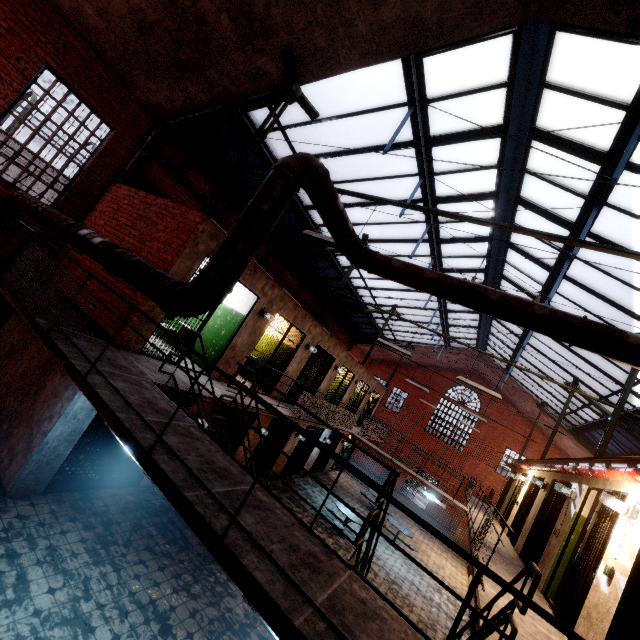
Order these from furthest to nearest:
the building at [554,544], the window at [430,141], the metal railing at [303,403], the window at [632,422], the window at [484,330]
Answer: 1. the window at [484,330]
2. the window at [632,422]
3. the building at [554,544]
4. the window at [430,141]
5. the metal railing at [303,403]

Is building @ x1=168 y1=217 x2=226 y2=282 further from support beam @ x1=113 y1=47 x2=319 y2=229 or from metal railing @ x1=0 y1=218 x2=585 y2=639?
metal railing @ x1=0 y1=218 x2=585 y2=639

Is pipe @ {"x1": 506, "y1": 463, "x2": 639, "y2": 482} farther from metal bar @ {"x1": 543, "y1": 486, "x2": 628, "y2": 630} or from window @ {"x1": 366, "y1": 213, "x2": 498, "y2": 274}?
window @ {"x1": 366, "y1": 213, "x2": 498, "y2": 274}

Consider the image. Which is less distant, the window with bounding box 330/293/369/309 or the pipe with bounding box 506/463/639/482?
the pipe with bounding box 506/463/639/482

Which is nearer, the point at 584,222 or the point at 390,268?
the point at 390,268

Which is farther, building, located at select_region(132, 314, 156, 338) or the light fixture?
building, located at select_region(132, 314, 156, 338)

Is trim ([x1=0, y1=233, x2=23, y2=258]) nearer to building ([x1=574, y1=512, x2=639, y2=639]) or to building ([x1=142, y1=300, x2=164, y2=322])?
building ([x1=142, y1=300, x2=164, y2=322])

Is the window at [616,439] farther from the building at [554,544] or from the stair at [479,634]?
the stair at [479,634]
